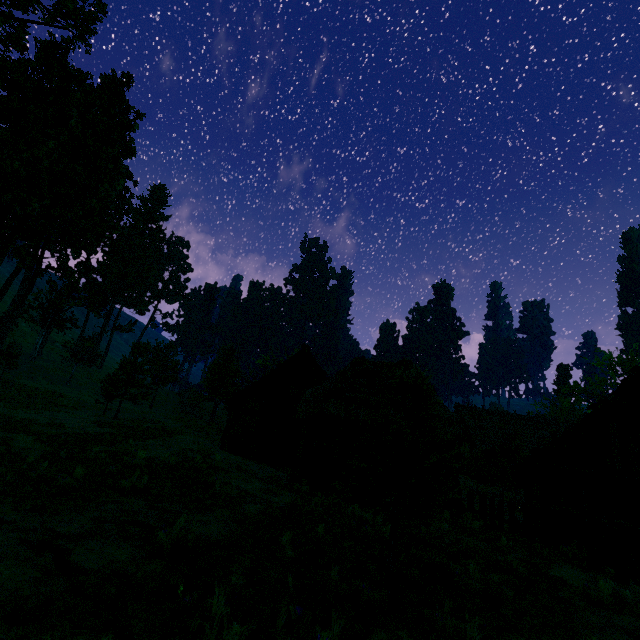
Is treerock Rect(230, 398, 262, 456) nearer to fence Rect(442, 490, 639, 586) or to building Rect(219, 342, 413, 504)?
building Rect(219, 342, 413, 504)

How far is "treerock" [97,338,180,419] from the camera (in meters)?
23.86

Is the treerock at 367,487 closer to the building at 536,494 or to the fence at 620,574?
the building at 536,494

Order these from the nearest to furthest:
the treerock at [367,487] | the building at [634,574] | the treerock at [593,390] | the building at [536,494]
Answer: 1. the treerock at [367,487]
2. the building at [634,574]
3. the building at [536,494]
4. the treerock at [593,390]

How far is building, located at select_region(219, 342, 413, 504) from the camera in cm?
1407

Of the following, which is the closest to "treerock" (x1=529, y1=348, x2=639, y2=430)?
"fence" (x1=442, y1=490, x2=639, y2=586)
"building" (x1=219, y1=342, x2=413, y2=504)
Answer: "building" (x1=219, y1=342, x2=413, y2=504)

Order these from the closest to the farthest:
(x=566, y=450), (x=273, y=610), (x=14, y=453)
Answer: (x=273, y=610) → (x=14, y=453) → (x=566, y=450)
